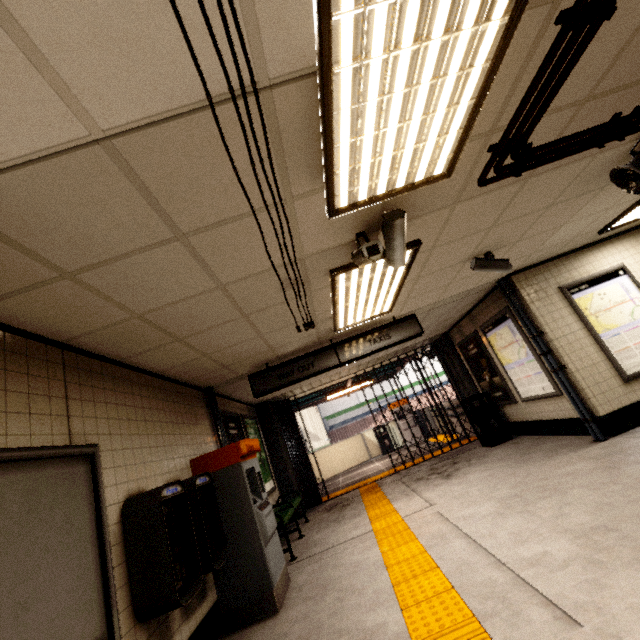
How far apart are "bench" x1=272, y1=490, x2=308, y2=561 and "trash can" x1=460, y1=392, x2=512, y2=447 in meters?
4.5 m

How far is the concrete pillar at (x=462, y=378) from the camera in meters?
8.7 m

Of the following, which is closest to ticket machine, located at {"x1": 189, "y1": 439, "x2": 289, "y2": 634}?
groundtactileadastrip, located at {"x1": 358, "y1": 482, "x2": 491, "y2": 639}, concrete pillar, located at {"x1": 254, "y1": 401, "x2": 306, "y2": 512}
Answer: groundtactileadastrip, located at {"x1": 358, "y1": 482, "x2": 491, "y2": 639}

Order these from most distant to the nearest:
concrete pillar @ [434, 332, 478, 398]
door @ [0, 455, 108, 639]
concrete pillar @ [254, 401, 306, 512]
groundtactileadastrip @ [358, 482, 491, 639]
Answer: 1. concrete pillar @ [434, 332, 478, 398]
2. concrete pillar @ [254, 401, 306, 512]
3. groundtactileadastrip @ [358, 482, 491, 639]
4. door @ [0, 455, 108, 639]

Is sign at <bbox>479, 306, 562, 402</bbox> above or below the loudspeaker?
below

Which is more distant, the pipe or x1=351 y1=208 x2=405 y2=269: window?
x1=351 y1=208 x2=405 y2=269: window

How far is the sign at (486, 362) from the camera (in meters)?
7.24

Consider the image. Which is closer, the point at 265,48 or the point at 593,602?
the point at 265,48
